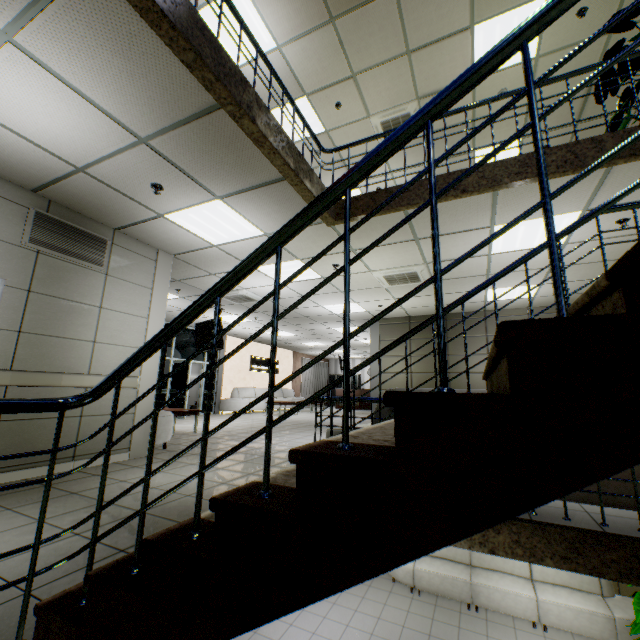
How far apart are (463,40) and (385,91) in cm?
146

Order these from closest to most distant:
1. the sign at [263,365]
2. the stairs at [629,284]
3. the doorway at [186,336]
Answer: the stairs at [629,284], the doorway at [186,336], the sign at [263,365]

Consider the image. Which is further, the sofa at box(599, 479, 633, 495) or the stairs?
the sofa at box(599, 479, 633, 495)

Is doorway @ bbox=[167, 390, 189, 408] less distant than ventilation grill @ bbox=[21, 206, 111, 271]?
No

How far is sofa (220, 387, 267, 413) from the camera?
13.1m

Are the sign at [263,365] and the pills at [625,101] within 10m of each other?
no

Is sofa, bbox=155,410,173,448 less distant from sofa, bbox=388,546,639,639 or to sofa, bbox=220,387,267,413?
sofa, bbox=220,387,267,413

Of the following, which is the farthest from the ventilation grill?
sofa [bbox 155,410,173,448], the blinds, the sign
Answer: the blinds
